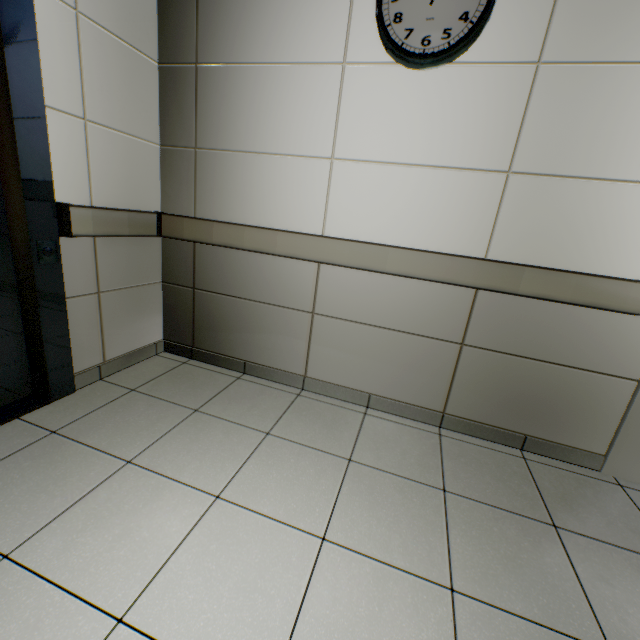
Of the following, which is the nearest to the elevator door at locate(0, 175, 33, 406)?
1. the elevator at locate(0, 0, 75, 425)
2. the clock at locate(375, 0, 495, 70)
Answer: the elevator at locate(0, 0, 75, 425)

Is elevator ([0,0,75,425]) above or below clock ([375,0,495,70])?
below

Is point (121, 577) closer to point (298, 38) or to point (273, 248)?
point (273, 248)

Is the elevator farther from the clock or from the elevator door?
the clock

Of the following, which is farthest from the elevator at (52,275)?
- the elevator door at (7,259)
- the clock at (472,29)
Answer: the clock at (472,29)

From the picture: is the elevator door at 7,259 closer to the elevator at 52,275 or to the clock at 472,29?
the elevator at 52,275
